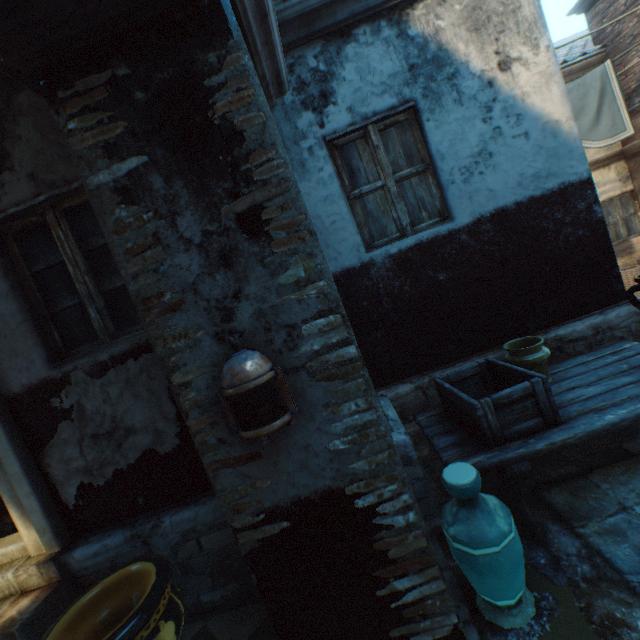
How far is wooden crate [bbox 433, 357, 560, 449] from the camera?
2.3m

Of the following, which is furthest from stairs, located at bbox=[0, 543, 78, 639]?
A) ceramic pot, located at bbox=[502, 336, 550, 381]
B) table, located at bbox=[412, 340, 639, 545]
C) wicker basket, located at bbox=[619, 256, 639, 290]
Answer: wicker basket, located at bbox=[619, 256, 639, 290]

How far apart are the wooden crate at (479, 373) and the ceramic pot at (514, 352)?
0.20m

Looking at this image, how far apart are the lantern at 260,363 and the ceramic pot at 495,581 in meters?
1.1 m

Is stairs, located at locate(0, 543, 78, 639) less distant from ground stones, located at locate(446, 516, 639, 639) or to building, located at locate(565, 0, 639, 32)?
building, located at locate(565, 0, 639, 32)

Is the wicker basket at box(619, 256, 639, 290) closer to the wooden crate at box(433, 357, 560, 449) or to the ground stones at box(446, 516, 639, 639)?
the wooden crate at box(433, 357, 560, 449)

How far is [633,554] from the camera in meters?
2.0

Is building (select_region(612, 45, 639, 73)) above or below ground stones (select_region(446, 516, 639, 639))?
above
